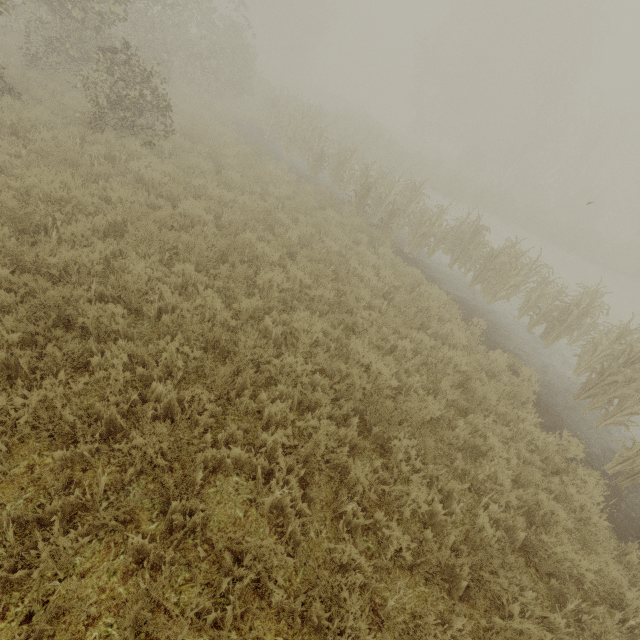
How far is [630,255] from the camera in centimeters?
2444cm

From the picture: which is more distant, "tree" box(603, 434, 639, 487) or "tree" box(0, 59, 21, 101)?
"tree" box(0, 59, 21, 101)

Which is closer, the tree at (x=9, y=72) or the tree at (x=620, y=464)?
the tree at (x=620, y=464)
